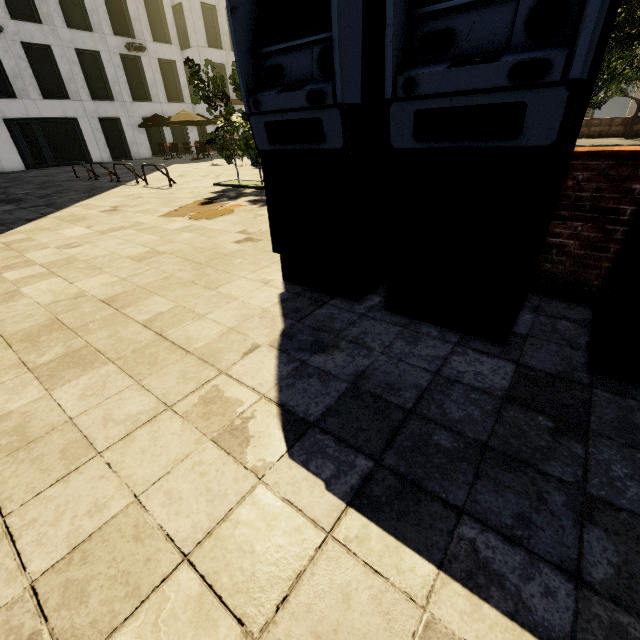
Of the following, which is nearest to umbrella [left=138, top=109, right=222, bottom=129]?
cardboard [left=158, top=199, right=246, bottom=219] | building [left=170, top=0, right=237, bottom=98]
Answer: building [left=170, top=0, right=237, bottom=98]

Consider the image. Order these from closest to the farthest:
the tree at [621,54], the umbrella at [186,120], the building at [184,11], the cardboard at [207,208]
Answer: the tree at [621,54]
the cardboard at [207,208]
the umbrella at [186,120]
the building at [184,11]

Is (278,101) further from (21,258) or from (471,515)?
(21,258)

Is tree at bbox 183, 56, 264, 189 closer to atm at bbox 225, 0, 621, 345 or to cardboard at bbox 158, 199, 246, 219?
cardboard at bbox 158, 199, 246, 219

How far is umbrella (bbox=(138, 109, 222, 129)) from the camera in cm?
2034

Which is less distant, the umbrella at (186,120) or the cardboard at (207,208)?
the cardboard at (207,208)

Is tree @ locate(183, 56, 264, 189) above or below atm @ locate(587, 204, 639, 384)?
above

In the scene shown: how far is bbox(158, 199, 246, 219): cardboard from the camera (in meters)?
6.67
